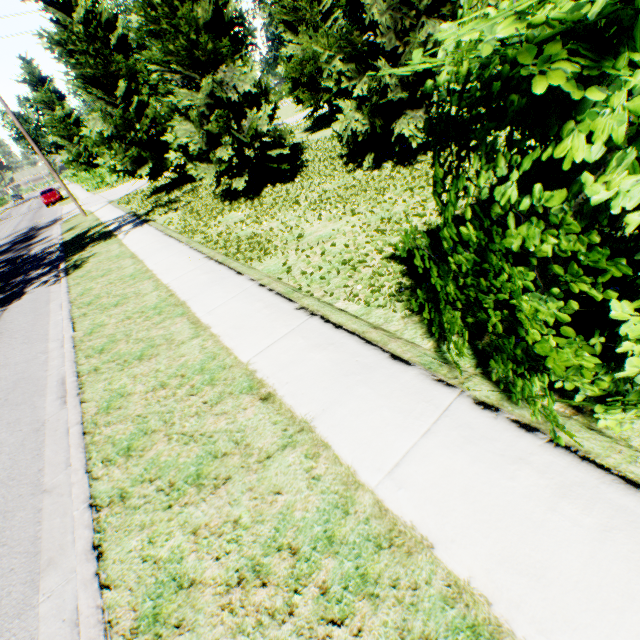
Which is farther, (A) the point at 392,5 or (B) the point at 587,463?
(A) the point at 392,5

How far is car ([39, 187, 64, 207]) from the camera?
34.1m

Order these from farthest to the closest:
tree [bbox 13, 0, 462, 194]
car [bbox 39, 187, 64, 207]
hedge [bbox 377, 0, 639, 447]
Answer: car [bbox 39, 187, 64, 207], tree [bbox 13, 0, 462, 194], hedge [bbox 377, 0, 639, 447]

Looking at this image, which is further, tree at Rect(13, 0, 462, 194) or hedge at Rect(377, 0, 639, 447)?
tree at Rect(13, 0, 462, 194)

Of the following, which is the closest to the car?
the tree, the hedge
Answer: the tree

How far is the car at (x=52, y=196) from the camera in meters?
34.1 m

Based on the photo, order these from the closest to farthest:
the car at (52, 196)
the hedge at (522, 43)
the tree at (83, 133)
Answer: the hedge at (522, 43) → the tree at (83, 133) → the car at (52, 196)
